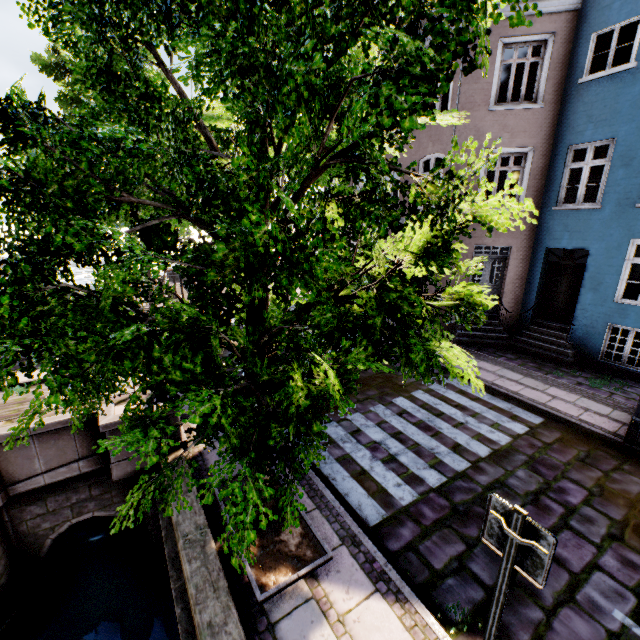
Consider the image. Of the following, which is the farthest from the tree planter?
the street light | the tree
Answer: the street light

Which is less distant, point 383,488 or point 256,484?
point 256,484

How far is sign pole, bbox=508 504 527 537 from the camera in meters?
2.4

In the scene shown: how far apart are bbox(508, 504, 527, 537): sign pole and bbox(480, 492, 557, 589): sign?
0.03m

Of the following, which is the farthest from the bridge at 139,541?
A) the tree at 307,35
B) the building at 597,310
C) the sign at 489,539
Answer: the building at 597,310

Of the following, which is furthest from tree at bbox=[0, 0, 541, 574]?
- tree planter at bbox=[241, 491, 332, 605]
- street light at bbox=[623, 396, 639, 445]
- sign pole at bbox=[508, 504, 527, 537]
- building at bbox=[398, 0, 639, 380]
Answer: street light at bbox=[623, 396, 639, 445]

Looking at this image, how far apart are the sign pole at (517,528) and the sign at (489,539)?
0.03m

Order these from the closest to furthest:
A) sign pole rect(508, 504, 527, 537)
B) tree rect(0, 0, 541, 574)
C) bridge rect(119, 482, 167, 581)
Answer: tree rect(0, 0, 541, 574), sign pole rect(508, 504, 527, 537), bridge rect(119, 482, 167, 581)
